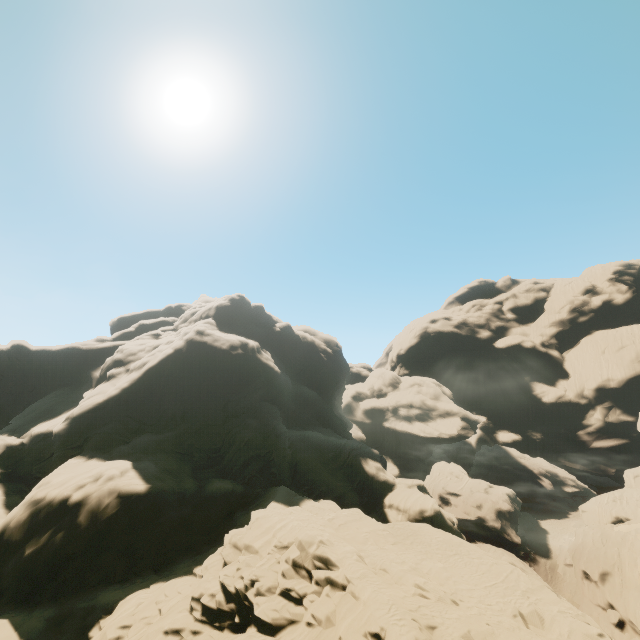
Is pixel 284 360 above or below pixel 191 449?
above
